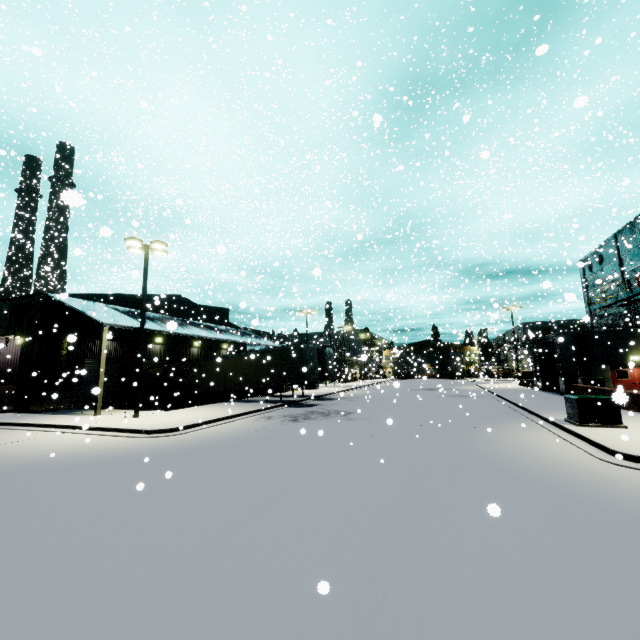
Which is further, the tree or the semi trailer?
the semi trailer

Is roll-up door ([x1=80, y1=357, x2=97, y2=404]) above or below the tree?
below

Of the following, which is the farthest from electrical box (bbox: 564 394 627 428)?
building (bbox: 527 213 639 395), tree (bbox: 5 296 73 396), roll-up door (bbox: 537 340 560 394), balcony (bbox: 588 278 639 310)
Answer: tree (bbox: 5 296 73 396)

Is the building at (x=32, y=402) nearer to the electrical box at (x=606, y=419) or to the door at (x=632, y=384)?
the door at (x=632, y=384)

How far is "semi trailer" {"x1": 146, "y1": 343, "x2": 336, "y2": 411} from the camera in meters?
23.5 m

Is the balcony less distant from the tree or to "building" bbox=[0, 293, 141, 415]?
"building" bbox=[0, 293, 141, 415]

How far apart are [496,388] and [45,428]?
37.9m

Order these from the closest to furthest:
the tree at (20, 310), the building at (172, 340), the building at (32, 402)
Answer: the building at (32, 402) < the tree at (20, 310) < the building at (172, 340)
